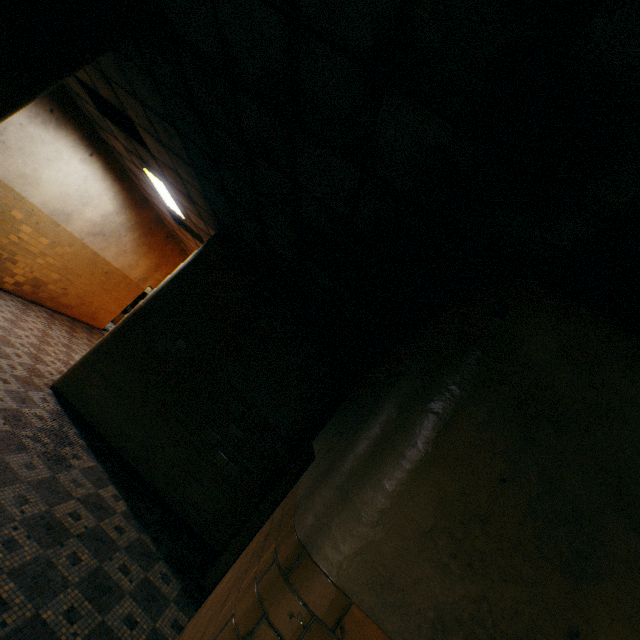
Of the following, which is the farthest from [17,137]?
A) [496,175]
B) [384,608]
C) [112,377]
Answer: [384,608]
